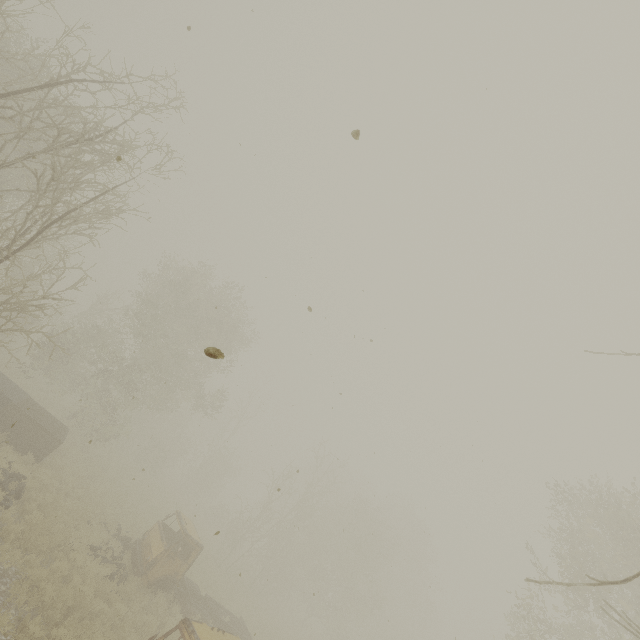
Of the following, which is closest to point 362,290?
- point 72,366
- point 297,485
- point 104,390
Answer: point 104,390

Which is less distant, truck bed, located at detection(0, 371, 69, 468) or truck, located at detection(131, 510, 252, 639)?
truck, located at detection(131, 510, 252, 639)

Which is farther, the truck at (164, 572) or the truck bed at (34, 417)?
the truck bed at (34, 417)
